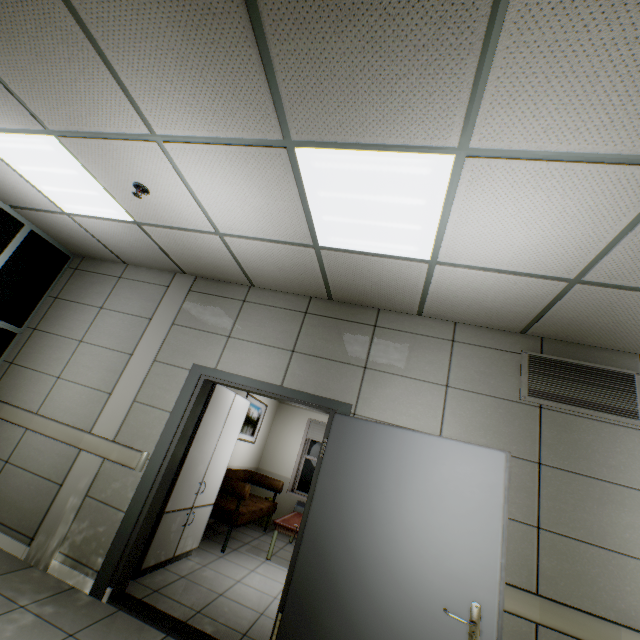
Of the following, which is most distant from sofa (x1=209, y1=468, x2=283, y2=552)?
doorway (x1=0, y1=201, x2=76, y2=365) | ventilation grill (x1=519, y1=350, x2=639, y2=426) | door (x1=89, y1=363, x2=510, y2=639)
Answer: ventilation grill (x1=519, y1=350, x2=639, y2=426)

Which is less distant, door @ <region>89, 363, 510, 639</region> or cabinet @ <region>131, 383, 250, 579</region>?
door @ <region>89, 363, 510, 639</region>

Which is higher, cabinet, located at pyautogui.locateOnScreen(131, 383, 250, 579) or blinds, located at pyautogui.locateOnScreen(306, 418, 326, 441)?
blinds, located at pyautogui.locateOnScreen(306, 418, 326, 441)

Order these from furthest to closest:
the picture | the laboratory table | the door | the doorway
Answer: the picture → the doorway → the laboratory table → the door

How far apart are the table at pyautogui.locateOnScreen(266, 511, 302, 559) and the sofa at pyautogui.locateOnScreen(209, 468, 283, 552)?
0.39m

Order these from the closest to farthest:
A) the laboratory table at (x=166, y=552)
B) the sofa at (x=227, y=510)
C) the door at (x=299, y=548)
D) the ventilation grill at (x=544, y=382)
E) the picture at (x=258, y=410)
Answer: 1. the door at (x=299, y=548)
2. the ventilation grill at (x=544, y=382)
3. the laboratory table at (x=166, y=552)
4. the sofa at (x=227, y=510)
5. the picture at (x=258, y=410)

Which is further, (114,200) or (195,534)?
(195,534)

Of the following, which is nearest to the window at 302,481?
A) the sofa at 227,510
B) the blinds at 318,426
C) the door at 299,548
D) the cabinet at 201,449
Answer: the blinds at 318,426
